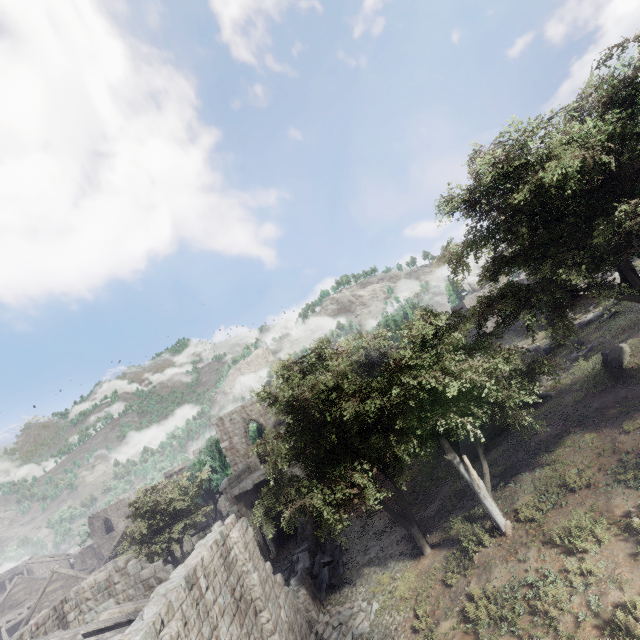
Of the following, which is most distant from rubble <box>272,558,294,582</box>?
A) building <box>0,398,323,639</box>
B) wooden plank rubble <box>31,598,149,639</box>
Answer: wooden plank rubble <box>31,598,149,639</box>

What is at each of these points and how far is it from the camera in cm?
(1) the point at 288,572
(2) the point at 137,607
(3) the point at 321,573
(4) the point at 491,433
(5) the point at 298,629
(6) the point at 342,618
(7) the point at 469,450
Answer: (1) rubble, 1773
(2) wooden plank rubble, 1188
(3) rubble, 1706
(4) building, 1962
(5) building, 1270
(6) rubble, 1284
(7) building, 1916

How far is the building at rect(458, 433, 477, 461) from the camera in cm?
1908

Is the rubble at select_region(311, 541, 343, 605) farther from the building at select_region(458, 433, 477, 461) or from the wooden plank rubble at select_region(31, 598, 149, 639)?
the wooden plank rubble at select_region(31, 598, 149, 639)

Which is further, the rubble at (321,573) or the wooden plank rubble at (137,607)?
the rubble at (321,573)

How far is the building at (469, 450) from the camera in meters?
19.1 m

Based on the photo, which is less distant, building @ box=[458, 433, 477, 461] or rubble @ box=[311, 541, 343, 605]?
rubble @ box=[311, 541, 343, 605]
